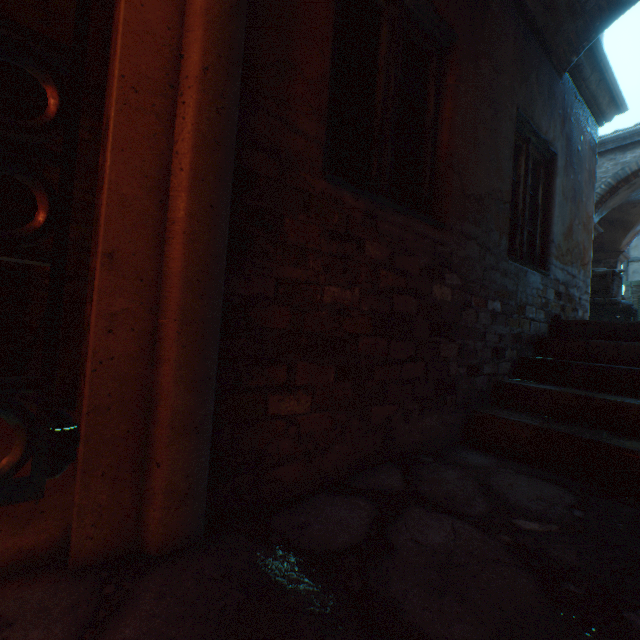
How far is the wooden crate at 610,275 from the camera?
6.35m

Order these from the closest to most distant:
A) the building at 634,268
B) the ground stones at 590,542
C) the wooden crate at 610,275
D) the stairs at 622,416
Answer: the ground stones at 590,542 → the stairs at 622,416 → the wooden crate at 610,275 → the building at 634,268

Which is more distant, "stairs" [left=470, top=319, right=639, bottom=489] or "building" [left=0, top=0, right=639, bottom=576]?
"stairs" [left=470, top=319, right=639, bottom=489]

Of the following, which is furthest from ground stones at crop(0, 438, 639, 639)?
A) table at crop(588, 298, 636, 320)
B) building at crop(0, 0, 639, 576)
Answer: table at crop(588, 298, 636, 320)

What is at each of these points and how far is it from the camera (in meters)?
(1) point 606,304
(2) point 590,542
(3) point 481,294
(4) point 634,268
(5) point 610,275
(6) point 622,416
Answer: (1) table, 6.64
(2) ground stones, 1.21
(3) building, 2.45
(4) building, 19.23
(5) wooden crate, 6.36
(6) stairs, 2.04

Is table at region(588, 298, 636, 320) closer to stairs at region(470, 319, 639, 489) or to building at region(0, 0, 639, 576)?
building at region(0, 0, 639, 576)

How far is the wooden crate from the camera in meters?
6.4

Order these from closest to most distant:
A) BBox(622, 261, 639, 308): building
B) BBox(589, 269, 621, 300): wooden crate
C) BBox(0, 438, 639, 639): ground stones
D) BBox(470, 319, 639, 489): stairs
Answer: BBox(0, 438, 639, 639): ground stones
BBox(470, 319, 639, 489): stairs
BBox(589, 269, 621, 300): wooden crate
BBox(622, 261, 639, 308): building
